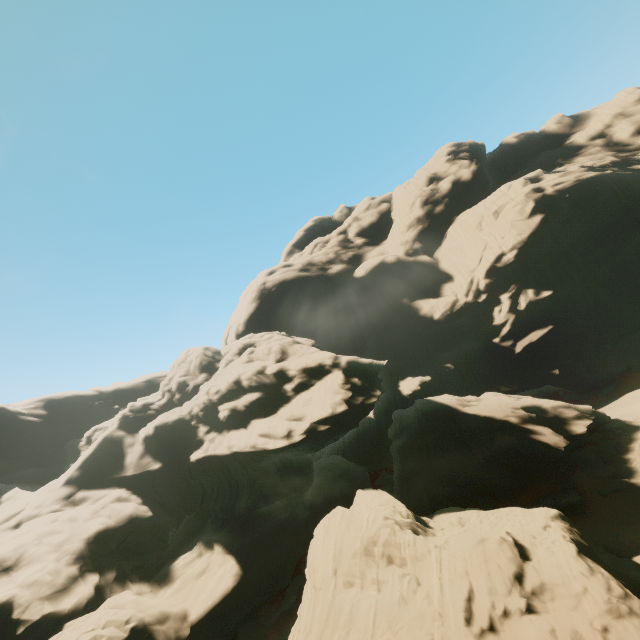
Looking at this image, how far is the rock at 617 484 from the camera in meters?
23.7

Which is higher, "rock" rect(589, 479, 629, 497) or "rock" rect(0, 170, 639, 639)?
"rock" rect(0, 170, 639, 639)

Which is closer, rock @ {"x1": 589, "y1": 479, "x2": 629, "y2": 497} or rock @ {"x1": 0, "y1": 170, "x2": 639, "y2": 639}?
rock @ {"x1": 0, "y1": 170, "x2": 639, "y2": 639}

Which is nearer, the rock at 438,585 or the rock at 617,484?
the rock at 438,585

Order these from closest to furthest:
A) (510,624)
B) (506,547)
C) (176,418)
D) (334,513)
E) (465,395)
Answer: (510,624) → (506,547) → (334,513) → (176,418) → (465,395)

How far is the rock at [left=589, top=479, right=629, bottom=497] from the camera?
23.69m
